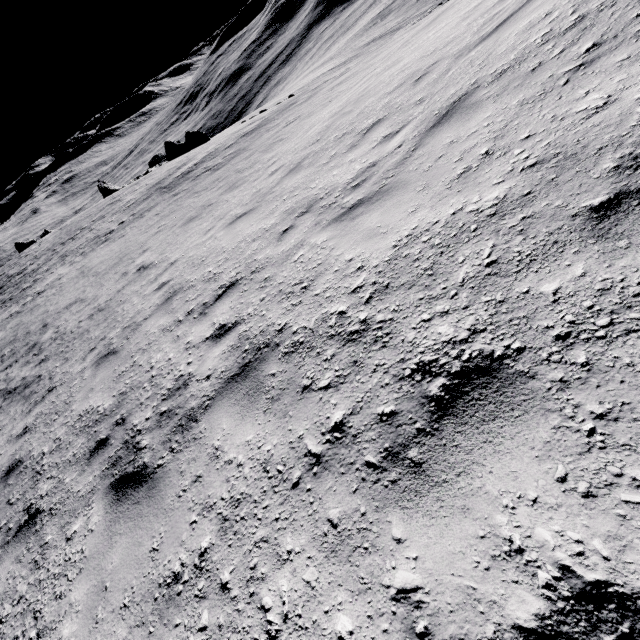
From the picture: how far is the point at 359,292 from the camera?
2.9m

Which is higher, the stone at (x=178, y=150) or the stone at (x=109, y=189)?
the stone at (x=109, y=189)

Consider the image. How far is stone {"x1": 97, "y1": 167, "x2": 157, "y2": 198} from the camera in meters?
45.5 m

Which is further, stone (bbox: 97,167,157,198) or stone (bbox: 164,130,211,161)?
stone (bbox: 97,167,157,198)

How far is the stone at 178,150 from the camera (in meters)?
41.72

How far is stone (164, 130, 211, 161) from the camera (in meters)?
41.72

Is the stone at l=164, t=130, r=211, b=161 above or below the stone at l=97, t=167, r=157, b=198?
below
